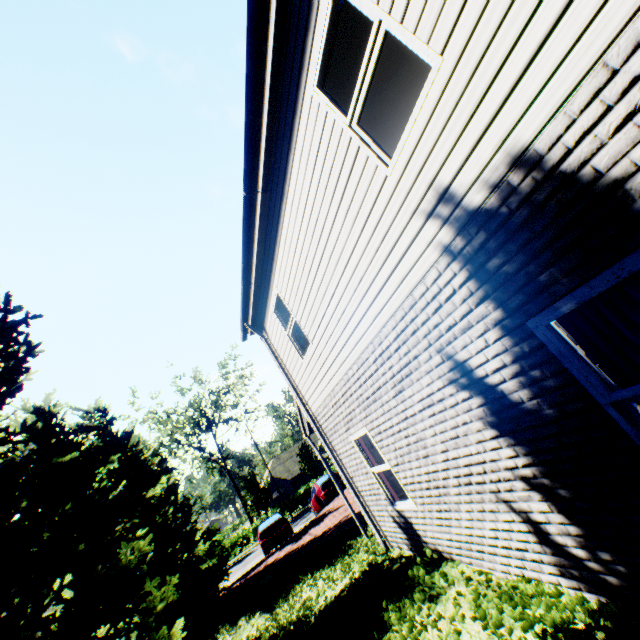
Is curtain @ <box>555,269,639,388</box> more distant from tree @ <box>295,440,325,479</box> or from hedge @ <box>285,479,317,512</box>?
hedge @ <box>285,479,317,512</box>

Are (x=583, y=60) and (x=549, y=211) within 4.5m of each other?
yes

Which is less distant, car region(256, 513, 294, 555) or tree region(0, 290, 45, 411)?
tree region(0, 290, 45, 411)

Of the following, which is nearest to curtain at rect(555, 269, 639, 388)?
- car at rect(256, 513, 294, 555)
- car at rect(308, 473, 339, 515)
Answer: car at rect(308, 473, 339, 515)

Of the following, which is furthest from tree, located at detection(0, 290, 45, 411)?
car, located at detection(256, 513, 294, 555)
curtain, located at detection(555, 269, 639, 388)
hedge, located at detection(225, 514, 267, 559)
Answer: curtain, located at detection(555, 269, 639, 388)

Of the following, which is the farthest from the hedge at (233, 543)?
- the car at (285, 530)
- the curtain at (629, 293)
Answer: the curtain at (629, 293)

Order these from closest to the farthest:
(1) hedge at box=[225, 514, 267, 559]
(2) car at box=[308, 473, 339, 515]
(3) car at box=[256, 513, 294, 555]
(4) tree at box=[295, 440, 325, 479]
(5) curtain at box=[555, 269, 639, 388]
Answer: (5) curtain at box=[555, 269, 639, 388] → (3) car at box=[256, 513, 294, 555] → (2) car at box=[308, 473, 339, 515] → (1) hedge at box=[225, 514, 267, 559] → (4) tree at box=[295, 440, 325, 479]

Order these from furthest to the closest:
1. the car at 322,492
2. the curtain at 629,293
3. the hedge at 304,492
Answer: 1. the hedge at 304,492
2. the car at 322,492
3. the curtain at 629,293
